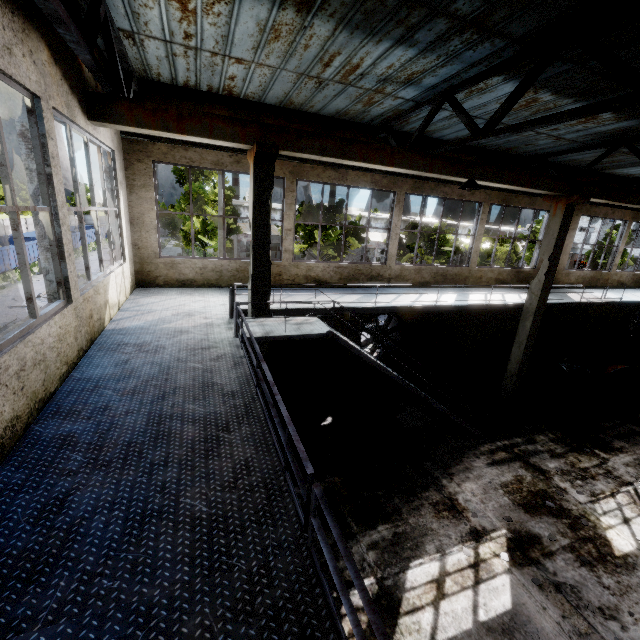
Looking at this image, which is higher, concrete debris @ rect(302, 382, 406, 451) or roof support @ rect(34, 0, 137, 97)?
roof support @ rect(34, 0, 137, 97)

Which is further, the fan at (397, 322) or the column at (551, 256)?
the fan at (397, 322)

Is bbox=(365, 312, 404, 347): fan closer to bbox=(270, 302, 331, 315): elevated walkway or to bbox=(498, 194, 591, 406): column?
bbox=(270, 302, 331, 315): elevated walkway

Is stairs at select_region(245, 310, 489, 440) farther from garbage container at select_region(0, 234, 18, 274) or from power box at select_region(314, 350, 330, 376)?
garbage container at select_region(0, 234, 18, 274)

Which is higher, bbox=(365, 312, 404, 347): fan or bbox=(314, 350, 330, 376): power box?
bbox=(365, 312, 404, 347): fan

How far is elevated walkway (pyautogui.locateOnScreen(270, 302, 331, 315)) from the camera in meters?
8.7 m

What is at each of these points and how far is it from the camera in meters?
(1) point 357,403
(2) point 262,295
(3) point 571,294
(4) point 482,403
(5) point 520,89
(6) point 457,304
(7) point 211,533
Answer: (1) concrete debris, 11.5 m
(2) column, 7.8 m
(3) elevated walkway, 14.6 m
(4) concrete debris, 12.7 m
(5) roof support, 5.8 m
(6) elevated walkway, 10.8 m
(7) elevated walkway, 2.5 m

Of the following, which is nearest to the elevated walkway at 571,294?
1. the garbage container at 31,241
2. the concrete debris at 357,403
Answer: the concrete debris at 357,403
